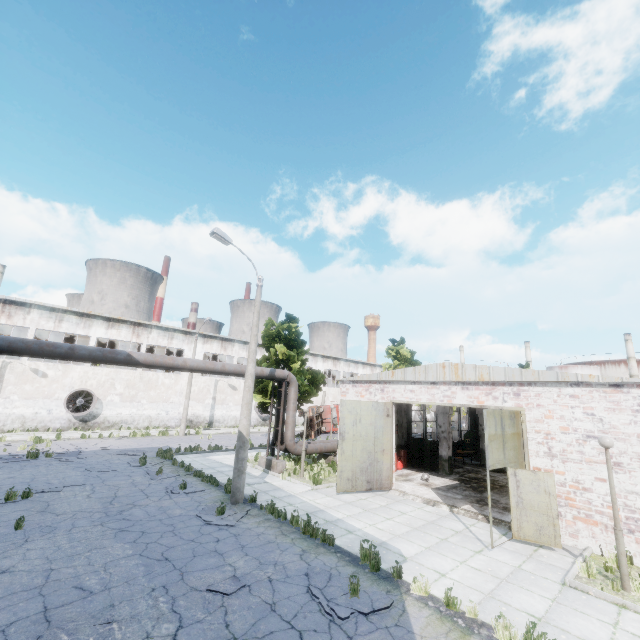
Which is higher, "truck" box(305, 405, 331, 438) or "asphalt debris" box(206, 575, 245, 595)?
"truck" box(305, 405, 331, 438)

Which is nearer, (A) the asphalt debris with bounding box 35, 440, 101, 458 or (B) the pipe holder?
(B) the pipe holder

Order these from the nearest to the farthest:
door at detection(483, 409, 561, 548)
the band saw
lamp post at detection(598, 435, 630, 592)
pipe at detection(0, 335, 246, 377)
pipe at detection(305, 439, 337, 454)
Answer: lamp post at detection(598, 435, 630, 592), door at detection(483, 409, 561, 548), pipe at detection(0, 335, 246, 377), pipe at detection(305, 439, 337, 454), the band saw

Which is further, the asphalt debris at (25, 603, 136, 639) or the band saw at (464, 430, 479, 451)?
the band saw at (464, 430, 479, 451)

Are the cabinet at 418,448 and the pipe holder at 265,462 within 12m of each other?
yes

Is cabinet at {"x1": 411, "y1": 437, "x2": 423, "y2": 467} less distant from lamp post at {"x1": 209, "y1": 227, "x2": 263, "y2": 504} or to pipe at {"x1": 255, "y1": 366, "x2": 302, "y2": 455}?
pipe at {"x1": 255, "y1": 366, "x2": 302, "y2": 455}

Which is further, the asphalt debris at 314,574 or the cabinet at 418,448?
the cabinet at 418,448

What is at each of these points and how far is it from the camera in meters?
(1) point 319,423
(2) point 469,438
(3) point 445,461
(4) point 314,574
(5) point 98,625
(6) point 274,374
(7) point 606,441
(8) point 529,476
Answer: (1) truck, 35.0 m
(2) band saw, 26.0 m
(3) column beam, 18.5 m
(4) asphalt debris, 7.4 m
(5) asphalt debris, 5.4 m
(6) pipe, 17.4 m
(7) lamp post, 8.2 m
(8) door, 10.0 m
